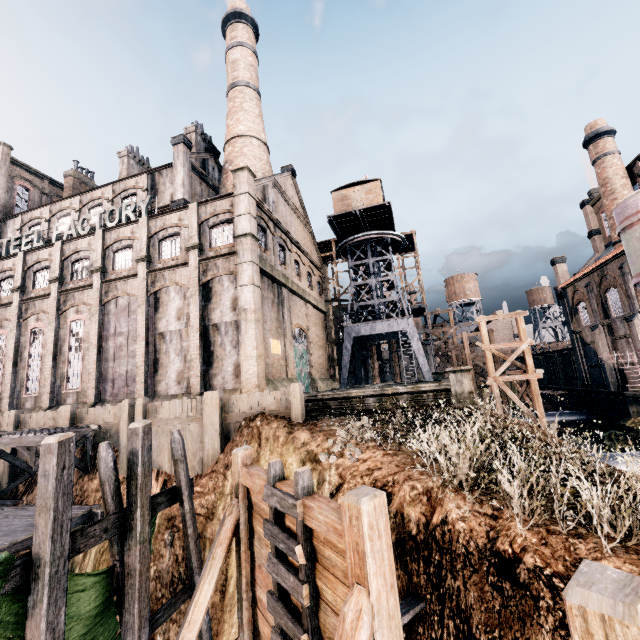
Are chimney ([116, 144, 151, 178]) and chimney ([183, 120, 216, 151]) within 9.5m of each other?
yes

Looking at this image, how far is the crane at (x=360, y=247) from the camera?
32.97m

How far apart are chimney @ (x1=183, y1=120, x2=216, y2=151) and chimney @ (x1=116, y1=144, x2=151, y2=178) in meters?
7.6 m

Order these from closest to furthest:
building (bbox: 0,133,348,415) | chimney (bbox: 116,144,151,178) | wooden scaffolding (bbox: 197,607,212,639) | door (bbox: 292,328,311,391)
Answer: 1. wooden scaffolding (bbox: 197,607,212,639)
2. building (bbox: 0,133,348,415)
3. door (bbox: 292,328,311,391)
4. chimney (bbox: 116,144,151,178)

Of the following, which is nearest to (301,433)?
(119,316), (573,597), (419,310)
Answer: (573,597)

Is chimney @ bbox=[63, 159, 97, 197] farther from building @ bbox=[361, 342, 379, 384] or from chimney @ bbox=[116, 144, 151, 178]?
chimney @ bbox=[116, 144, 151, 178]

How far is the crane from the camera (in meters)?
32.97

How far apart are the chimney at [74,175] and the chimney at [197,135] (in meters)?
16.84
